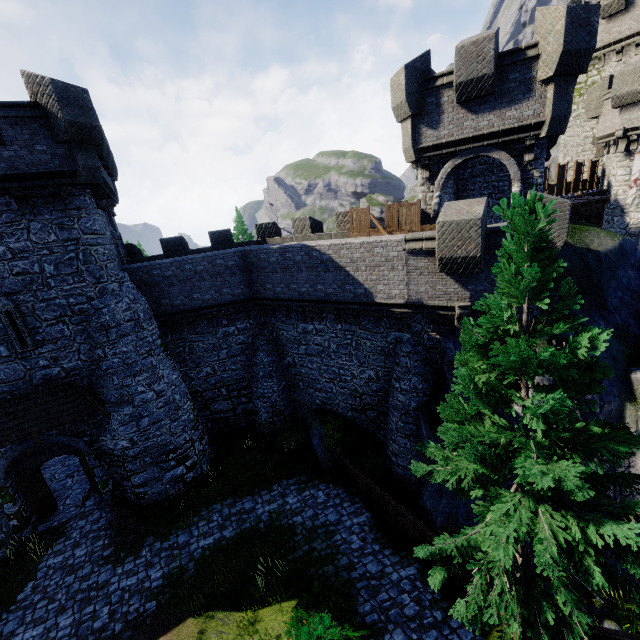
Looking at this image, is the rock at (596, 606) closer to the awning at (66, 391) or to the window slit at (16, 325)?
the awning at (66, 391)

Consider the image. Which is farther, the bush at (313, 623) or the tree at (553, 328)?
the bush at (313, 623)

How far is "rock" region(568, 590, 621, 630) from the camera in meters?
8.5

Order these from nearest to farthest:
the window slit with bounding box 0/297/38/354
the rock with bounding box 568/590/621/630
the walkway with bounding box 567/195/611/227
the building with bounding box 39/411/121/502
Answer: the rock with bounding box 568/590/621/630 → the window slit with bounding box 0/297/38/354 → the building with bounding box 39/411/121/502 → the walkway with bounding box 567/195/611/227

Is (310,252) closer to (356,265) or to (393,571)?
(356,265)

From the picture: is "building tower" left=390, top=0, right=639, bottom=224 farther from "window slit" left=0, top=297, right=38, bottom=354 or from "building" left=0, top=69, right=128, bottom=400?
"window slit" left=0, top=297, right=38, bottom=354

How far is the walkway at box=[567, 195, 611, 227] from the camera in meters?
14.7 m

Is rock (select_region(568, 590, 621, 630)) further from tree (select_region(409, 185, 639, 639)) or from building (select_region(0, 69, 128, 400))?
building (select_region(0, 69, 128, 400))
